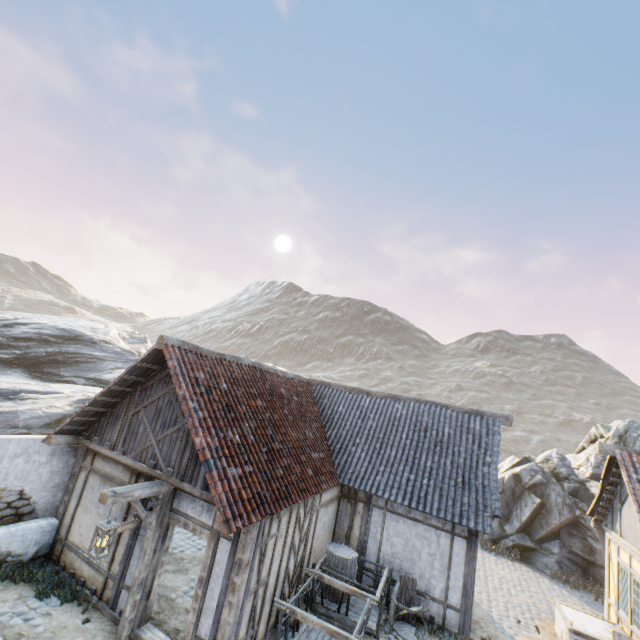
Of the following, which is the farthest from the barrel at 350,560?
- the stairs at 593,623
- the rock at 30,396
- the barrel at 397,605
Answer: the rock at 30,396

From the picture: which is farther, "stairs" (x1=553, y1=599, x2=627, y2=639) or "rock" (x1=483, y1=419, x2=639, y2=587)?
"rock" (x1=483, y1=419, x2=639, y2=587)

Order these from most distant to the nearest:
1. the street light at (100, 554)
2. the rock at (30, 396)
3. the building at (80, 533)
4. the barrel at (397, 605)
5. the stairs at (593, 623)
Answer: the rock at (30, 396) < the stairs at (593, 623) < the barrel at (397, 605) < the building at (80, 533) < the street light at (100, 554)

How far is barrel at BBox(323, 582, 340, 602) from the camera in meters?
8.8 m

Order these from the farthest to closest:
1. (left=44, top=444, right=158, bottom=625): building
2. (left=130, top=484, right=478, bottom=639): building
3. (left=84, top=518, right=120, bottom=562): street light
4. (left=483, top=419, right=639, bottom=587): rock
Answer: (left=483, top=419, right=639, bottom=587): rock
(left=44, top=444, right=158, bottom=625): building
(left=130, top=484, right=478, bottom=639): building
(left=84, top=518, right=120, bottom=562): street light

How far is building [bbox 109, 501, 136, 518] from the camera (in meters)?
7.49

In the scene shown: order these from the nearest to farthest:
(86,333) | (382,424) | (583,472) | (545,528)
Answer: (382,424) < (545,528) < (583,472) < (86,333)

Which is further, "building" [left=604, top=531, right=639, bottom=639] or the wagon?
"building" [left=604, top=531, right=639, bottom=639]
